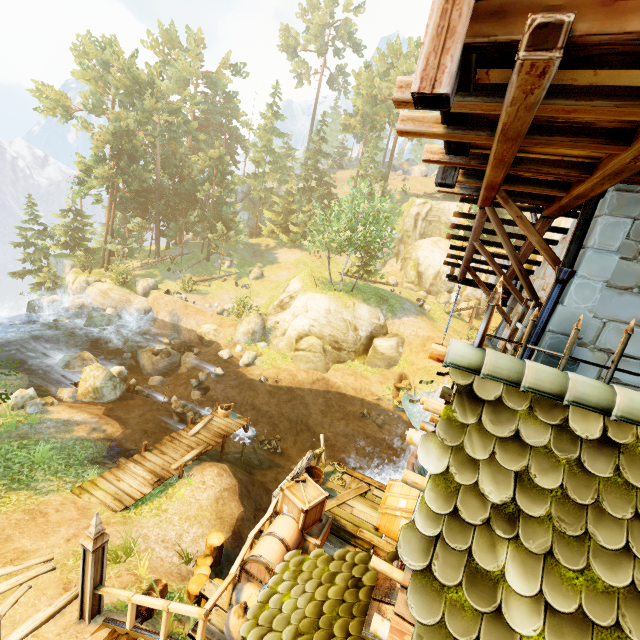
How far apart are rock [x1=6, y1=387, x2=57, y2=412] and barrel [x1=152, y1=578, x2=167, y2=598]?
10.3m

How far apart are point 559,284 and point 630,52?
2.8m

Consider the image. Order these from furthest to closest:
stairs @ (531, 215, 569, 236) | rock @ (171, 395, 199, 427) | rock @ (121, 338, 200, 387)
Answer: rock @ (121, 338, 200, 387) → rock @ (171, 395, 199, 427) → stairs @ (531, 215, 569, 236)

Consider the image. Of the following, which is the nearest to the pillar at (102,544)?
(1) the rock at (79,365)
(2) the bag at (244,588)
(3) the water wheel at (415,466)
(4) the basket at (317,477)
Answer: (2) the bag at (244,588)

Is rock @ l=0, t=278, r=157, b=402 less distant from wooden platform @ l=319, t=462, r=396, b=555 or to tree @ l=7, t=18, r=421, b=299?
tree @ l=7, t=18, r=421, b=299

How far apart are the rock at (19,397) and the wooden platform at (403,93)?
17.2 meters

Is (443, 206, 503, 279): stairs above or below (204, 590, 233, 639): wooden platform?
above

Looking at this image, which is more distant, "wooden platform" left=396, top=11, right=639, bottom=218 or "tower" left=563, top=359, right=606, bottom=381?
"tower" left=563, top=359, right=606, bottom=381
